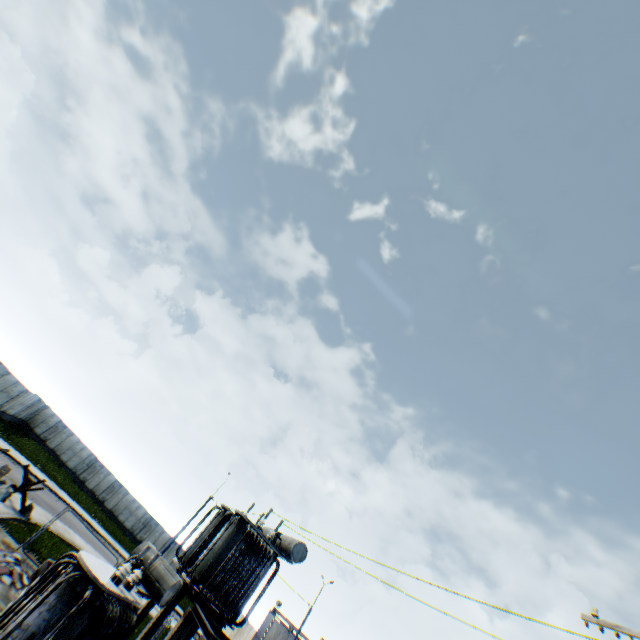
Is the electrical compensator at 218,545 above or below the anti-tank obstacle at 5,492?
above

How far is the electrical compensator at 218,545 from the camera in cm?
1208

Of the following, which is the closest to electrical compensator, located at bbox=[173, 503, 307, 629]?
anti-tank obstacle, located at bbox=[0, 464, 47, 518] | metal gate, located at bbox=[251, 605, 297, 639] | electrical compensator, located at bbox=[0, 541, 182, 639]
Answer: electrical compensator, located at bbox=[0, 541, 182, 639]

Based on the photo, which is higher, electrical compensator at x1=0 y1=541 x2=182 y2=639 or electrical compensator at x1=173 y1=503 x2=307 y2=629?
electrical compensator at x1=173 y1=503 x2=307 y2=629

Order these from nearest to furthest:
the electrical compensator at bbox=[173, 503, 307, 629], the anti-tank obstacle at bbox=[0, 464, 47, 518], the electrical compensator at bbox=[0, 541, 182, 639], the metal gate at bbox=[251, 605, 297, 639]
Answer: the electrical compensator at bbox=[0, 541, 182, 639] < the electrical compensator at bbox=[173, 503, 307, 629] < the anti-tank obstacle at bbox=[0, 464, 47, 518] < the metal gate at bbox=[251, 605, 297, 639]

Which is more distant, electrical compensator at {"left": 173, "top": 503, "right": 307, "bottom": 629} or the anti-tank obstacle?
the anti-tank obstacle

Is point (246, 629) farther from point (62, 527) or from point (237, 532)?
point (237, 532)
